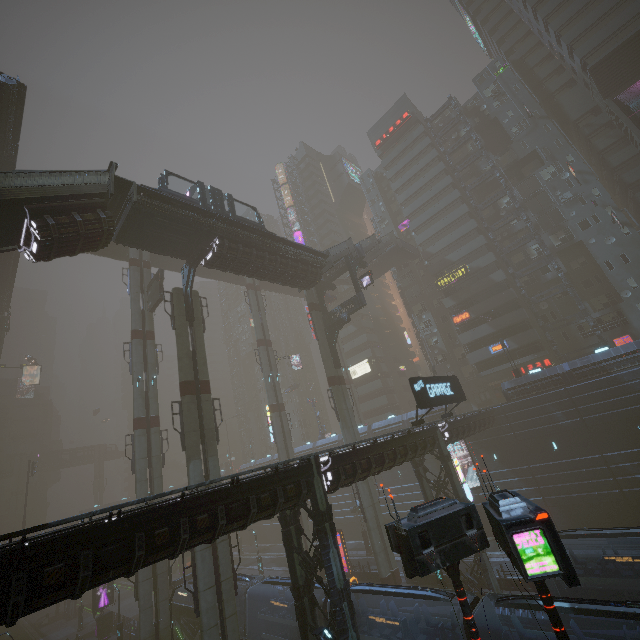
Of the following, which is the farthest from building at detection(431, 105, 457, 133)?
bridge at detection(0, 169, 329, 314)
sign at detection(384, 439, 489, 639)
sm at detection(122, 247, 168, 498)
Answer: sign at detection(384, 439, 489, 639)

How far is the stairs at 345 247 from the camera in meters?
32.9 m

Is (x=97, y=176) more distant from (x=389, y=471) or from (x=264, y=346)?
(x=389, y=471)

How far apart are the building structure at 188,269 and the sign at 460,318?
36.8m

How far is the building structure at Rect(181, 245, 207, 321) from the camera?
25.11m

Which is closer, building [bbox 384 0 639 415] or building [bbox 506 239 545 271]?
building [bbox 384 0 639 415]

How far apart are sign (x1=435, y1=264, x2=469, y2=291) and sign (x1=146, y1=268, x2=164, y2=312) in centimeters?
3803cm

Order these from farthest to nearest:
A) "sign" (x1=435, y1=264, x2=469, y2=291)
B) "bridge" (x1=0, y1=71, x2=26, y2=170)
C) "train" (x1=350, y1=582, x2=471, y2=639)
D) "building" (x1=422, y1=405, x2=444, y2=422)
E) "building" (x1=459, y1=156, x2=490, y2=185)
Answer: "building" (x1=459, y1=156, x2=490, y2=185) < "sign" (x1=435, y1=264, x2=469, y2=291) < "building" (x1=422, y1=405, x2=444, y2=422) < "bridge" (x1=0, y1=71, x2=26, y2=170) < "train" (x1=350, y1=582, x2=471, y2=639)
